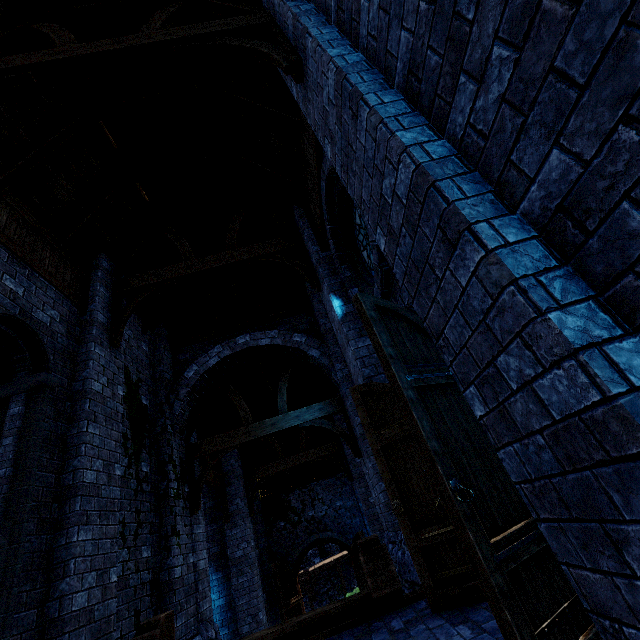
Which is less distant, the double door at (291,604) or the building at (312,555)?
the double door at (291,604)

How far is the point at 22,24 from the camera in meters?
4.8

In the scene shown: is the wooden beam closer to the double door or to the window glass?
the window glass

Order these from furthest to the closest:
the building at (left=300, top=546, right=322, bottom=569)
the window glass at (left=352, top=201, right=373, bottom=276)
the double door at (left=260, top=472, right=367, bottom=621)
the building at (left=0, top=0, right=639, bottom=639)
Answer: the building at (left=300, top=546, right=322, bottom=569) → the double door at (left=260, top=472, right=367, bottom=621) → the window glass at (left=352, top=201, right=373, bottom=276) → the building at (left=0, top=0, right=639, bottom=639)

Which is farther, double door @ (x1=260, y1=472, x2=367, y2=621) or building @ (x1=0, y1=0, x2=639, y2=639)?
double door @ (x1=260, y1=472, x2=367, y2=621)

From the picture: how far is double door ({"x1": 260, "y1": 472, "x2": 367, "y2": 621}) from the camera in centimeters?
1310cm

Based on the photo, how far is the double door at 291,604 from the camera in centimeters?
1310cm

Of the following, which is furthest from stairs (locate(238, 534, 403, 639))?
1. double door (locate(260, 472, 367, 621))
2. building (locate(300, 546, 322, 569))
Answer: building (locate(300, 546, 322, 569))
